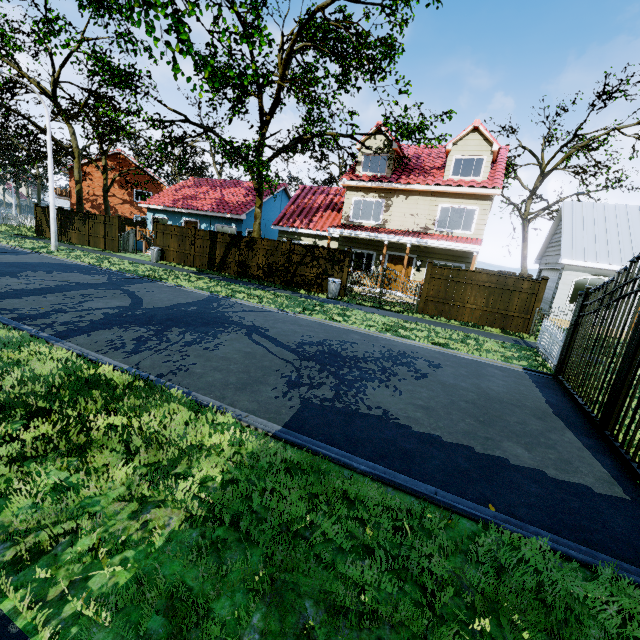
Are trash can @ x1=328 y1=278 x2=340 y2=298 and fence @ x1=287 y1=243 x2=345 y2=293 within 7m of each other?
yes

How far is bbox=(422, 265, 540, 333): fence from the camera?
13.1 meters

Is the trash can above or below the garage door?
below

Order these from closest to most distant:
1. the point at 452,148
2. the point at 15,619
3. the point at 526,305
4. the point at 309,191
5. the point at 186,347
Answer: the point at 15,619 → the point at 186,347 → the point at 526,305 → the point at 452,148 → the point at 309,191

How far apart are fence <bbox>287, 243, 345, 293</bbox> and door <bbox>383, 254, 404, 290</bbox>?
4.04m

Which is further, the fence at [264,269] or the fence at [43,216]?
the fence at [43,216]

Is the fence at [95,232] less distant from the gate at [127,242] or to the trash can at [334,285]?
the gate at [127,242]

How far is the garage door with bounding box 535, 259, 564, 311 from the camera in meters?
16.4
